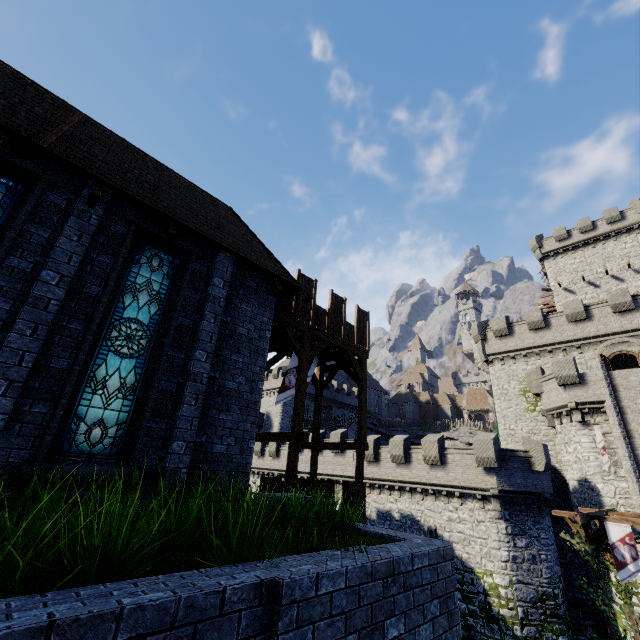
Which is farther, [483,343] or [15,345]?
[483,343]

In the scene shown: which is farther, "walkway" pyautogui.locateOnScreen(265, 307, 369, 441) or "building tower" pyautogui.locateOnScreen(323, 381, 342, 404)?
"building tower" pyautogui.locateOnScreen(323, 381, 342, 404)

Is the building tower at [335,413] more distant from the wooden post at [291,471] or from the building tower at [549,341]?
the wooden post at [291,471]

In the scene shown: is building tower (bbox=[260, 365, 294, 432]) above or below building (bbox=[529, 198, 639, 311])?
below

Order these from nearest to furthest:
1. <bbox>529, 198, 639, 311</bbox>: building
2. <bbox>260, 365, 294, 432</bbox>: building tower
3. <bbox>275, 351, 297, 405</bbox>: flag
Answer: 1. <bbox>275, 351, 297, 405</bbox>: flag
2. <bbox>529, 198, 639, 311</bbox>: building
3. <bbox>260, 365, 294, 432</bbox>: building tower

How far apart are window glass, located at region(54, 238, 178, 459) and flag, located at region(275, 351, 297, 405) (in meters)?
8.10

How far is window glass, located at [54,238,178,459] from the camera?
5.8m

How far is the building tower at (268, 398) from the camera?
50.0 meters
